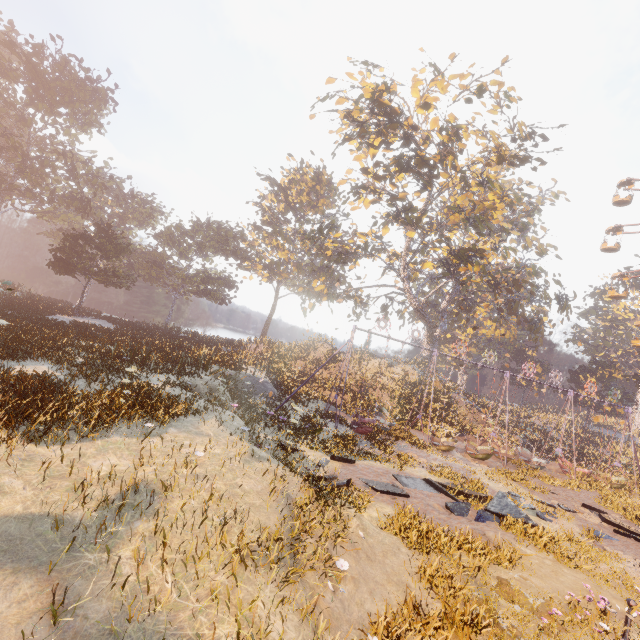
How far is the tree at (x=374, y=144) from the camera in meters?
22.7

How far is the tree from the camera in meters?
22.7

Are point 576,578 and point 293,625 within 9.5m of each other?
yes
